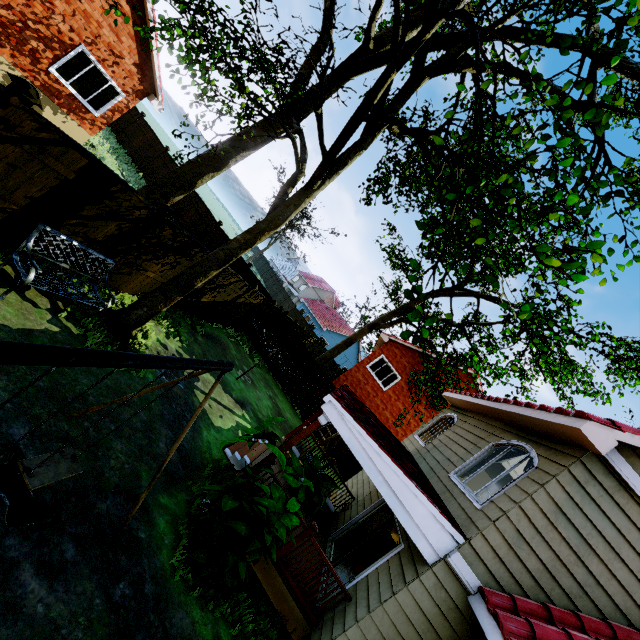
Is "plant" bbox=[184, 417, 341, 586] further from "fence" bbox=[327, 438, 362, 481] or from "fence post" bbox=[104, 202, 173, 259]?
"fence" bbox=[327, 438, 362, 481]

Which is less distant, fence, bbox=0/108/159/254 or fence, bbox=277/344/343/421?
fence, bbox=0/108/159/254

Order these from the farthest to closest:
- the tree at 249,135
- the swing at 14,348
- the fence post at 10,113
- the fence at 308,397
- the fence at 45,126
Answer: the fence at 308,397 < the fence at 45,126 < the fence post at 10,113 < the tree at 249,135 < the swing at 14,348

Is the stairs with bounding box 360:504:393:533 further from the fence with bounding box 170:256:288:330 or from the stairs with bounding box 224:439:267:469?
the stairs with bounding box 224:439:267:469

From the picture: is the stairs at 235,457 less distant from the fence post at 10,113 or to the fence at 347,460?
the fence at 347,460

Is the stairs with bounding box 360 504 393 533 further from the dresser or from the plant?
the plant

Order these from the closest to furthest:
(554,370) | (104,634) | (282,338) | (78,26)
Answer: (104,634) → (78,26) → (282,338) → (554,370)

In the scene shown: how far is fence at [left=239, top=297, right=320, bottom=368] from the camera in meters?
17.2 m
